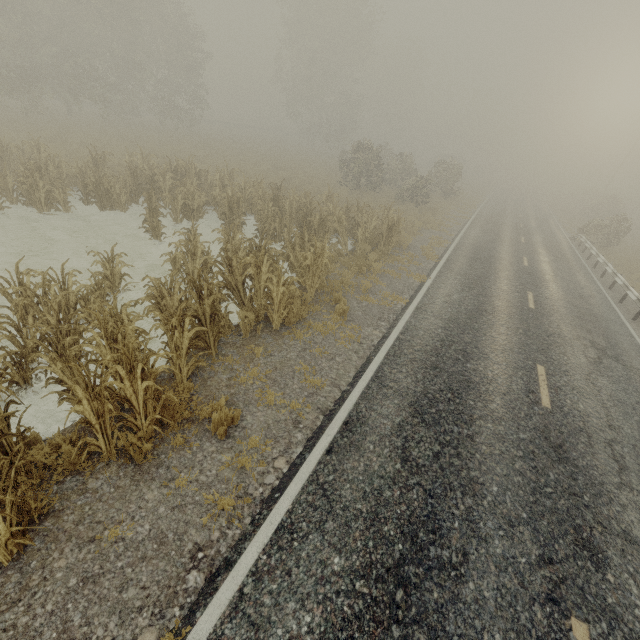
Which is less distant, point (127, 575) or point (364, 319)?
point (127, 575)
